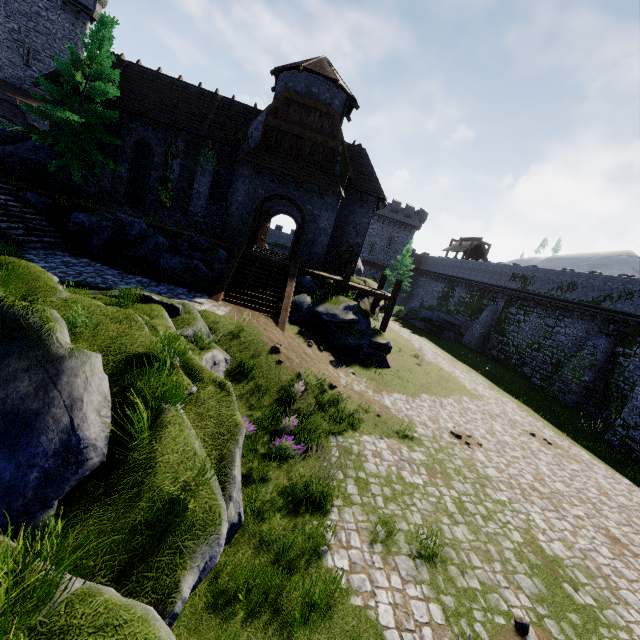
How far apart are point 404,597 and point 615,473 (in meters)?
14.25

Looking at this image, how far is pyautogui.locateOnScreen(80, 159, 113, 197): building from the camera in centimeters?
2025cm

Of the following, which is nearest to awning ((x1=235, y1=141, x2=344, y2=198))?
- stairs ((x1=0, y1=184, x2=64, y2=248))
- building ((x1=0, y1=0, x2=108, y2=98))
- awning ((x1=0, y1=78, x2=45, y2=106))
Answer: stairs ((x1=0, y1=184, x2=64, y2=248))

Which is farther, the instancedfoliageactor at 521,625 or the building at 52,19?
the building at 52,19

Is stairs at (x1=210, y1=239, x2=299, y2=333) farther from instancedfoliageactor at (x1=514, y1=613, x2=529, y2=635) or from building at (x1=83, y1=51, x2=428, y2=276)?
instancedfoliageactor at (x1=514, y1=613, x2=529, y2=635)

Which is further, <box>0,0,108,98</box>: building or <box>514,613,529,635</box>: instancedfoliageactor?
<box>0,0,108,98</box>: building

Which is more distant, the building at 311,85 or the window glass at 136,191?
the window glass at 136,191

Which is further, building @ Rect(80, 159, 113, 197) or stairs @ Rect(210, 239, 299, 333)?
building @ Rect(80, 159, 113, 197)
